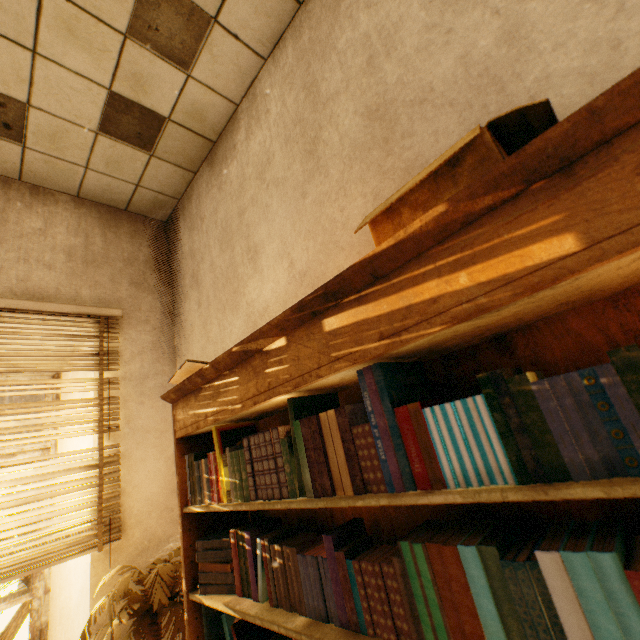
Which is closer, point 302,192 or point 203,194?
point 302,192

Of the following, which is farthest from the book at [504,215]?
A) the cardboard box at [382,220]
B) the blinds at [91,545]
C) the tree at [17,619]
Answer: the tree at [17,619]

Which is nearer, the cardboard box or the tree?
the cardboard box

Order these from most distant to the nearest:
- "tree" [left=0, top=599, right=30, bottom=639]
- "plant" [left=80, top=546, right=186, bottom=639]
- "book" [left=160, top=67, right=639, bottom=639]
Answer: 1. "tree" [left=0, top=599, right=30, bottom=639]
2. "plant" [left=80, top=546, right=186, bottom=639]
3. "book" [left=160, top=67, right=639, bottom=639]

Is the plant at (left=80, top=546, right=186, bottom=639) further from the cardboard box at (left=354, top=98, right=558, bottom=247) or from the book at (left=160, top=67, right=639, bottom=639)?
the cardboard box at (left=354, top=98, right=558, bottom=247)

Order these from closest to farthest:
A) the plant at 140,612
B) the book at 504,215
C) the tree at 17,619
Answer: the book at 504,215
the plant at 140,612
the tree at 17,619

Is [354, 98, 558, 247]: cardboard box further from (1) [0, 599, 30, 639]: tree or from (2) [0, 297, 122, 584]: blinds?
(1) [0, 599, 30, 639]: tree

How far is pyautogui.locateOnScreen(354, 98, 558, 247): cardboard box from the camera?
0.7 meters
